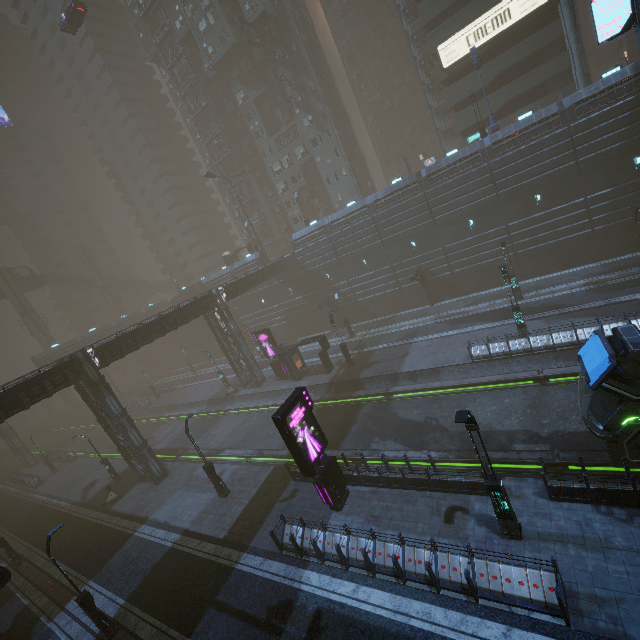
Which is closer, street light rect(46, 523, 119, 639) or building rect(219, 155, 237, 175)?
street light rect(46, 523, 119, 639)

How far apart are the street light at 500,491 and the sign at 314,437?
6.79m

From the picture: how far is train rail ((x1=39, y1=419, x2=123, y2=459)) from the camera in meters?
40.1

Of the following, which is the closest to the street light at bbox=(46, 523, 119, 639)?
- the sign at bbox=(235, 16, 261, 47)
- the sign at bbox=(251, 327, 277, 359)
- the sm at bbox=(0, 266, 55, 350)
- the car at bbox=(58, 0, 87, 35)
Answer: the sign at bbox=(251, 327, 277, 359)

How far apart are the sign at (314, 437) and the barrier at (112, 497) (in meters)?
20.09

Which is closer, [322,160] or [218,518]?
[218,518]

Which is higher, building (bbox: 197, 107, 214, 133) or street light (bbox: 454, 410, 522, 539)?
building (bbox: 197, 107, 214, 133)

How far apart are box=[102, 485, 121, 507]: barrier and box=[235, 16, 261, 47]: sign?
53.37m
